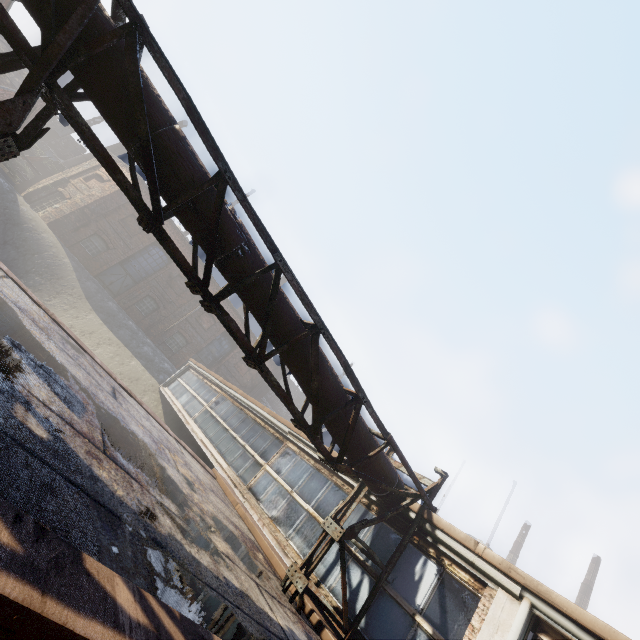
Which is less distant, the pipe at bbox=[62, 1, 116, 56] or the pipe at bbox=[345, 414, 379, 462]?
the pipe at bbox=[62, 1, 116, 56]

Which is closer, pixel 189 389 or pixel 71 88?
pixel 71 88

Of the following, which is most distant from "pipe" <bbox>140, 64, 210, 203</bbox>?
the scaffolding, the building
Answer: the building

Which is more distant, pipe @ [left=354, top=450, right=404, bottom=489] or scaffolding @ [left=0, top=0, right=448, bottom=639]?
pipe @ [left=354, top=450, right=404, bottom=489]

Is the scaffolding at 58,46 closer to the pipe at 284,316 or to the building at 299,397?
the pipe at 284,316

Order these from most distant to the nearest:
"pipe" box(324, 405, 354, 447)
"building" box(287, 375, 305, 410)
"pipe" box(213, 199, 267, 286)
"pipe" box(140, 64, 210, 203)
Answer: "building" box(287, 375, 305, 410) → "pipe" box(324, 405, 354, 447) → "pipe" box(213, 199, 267, 286) → "pipe" box(140, 64, 210, 203)

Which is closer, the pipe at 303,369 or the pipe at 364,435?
the pipe at 303,369
